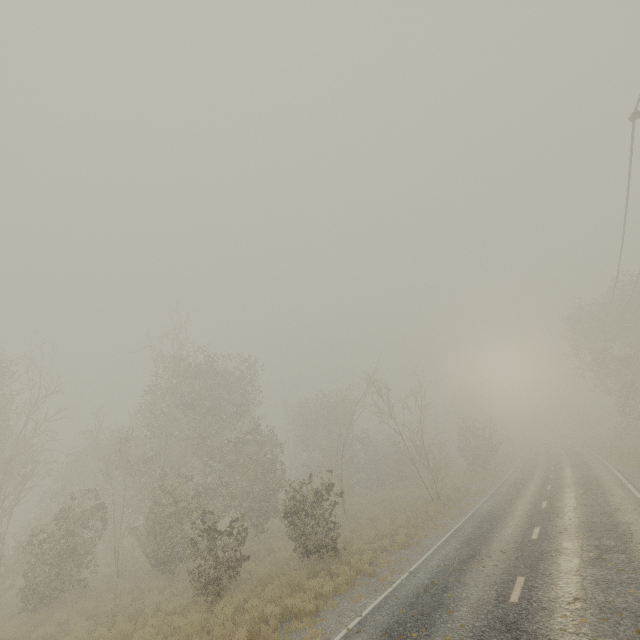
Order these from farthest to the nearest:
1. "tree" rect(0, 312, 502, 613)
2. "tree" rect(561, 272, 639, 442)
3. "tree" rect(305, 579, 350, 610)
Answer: "tree" rect(561, 272, 639, 442) → "tree" rect(0, 312, 502, 613) → "tree" rect(305, 579, 350, 610)

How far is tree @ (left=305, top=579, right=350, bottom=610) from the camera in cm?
952

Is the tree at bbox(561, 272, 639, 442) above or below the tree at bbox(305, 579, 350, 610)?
above

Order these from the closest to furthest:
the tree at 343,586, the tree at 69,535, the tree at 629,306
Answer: the tree at 343,586, the tree at 69,535, the tree at 629,306

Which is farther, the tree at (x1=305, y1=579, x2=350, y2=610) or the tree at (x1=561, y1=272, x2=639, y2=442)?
the tree at (x1=561, y1=272, x2=639, y2=442)

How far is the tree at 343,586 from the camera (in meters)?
9.52

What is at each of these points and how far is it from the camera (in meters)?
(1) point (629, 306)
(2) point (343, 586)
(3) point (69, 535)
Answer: (1) tree, 28.47
(2) tree, 10.70
(3) tree, 16.19
